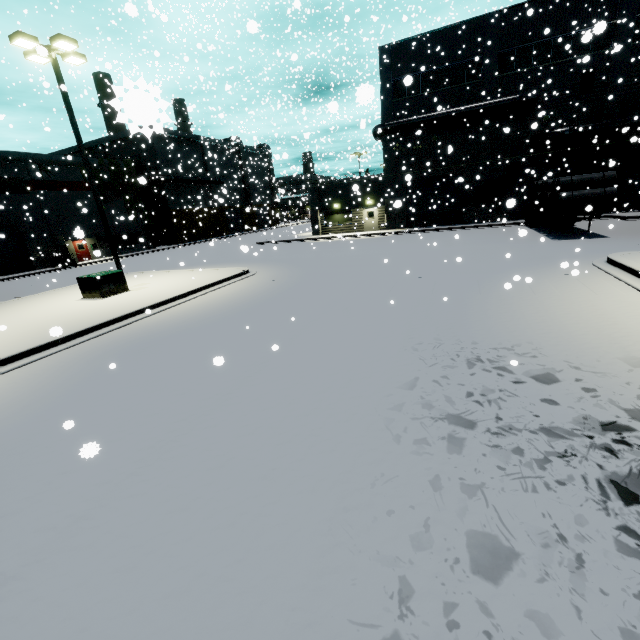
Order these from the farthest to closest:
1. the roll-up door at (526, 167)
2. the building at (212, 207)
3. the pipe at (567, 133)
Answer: the building at (212, 207), the roll-up door at (526, 167), the pipe at (567, 133)

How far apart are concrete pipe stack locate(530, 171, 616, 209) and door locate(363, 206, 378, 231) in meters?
14.7 m

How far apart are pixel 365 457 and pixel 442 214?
30.3 meters

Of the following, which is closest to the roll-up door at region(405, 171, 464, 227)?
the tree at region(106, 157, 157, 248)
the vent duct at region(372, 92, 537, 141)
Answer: the vent duct at region(372, 92, 537, 141)

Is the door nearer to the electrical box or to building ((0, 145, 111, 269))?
building ((0, 145, 111, 269))

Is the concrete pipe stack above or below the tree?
below

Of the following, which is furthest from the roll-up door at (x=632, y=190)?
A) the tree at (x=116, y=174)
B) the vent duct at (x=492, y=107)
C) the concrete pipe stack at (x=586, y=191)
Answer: the tree at (x=116, y=174)

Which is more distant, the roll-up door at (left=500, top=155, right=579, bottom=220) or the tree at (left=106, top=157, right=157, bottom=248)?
the tree at (left=106, top=157, right=157, bottom=248)
